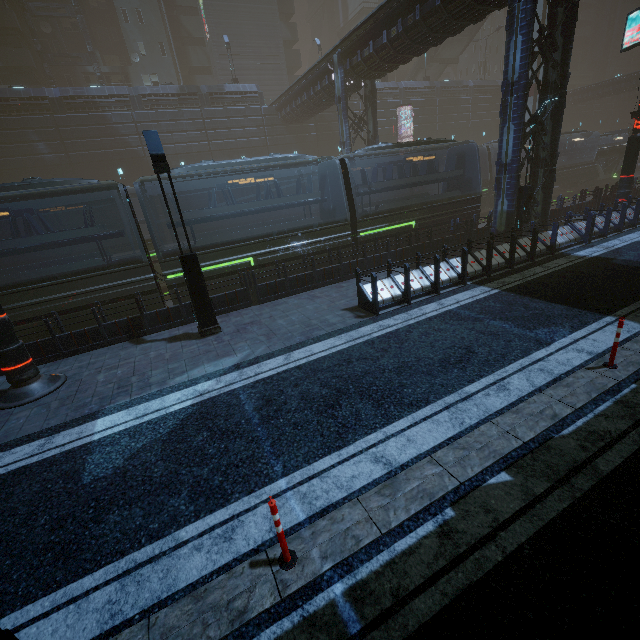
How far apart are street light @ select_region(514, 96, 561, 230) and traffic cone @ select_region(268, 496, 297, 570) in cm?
1619

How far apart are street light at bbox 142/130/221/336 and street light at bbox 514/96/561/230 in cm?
1397

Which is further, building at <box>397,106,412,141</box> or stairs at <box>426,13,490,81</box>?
stairs at <box>426,13,490,81</box>

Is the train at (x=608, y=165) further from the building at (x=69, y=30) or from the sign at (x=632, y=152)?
the sign at (x=632, y=152)

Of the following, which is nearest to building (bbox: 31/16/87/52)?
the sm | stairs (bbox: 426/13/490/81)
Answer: the sm

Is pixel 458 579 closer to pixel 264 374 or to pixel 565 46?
pixel 264 374

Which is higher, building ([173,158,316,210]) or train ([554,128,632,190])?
building ([173,158,316,210])

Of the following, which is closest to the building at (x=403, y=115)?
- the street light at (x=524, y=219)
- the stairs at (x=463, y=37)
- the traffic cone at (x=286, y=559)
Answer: the street light at (x=524, y=219)
